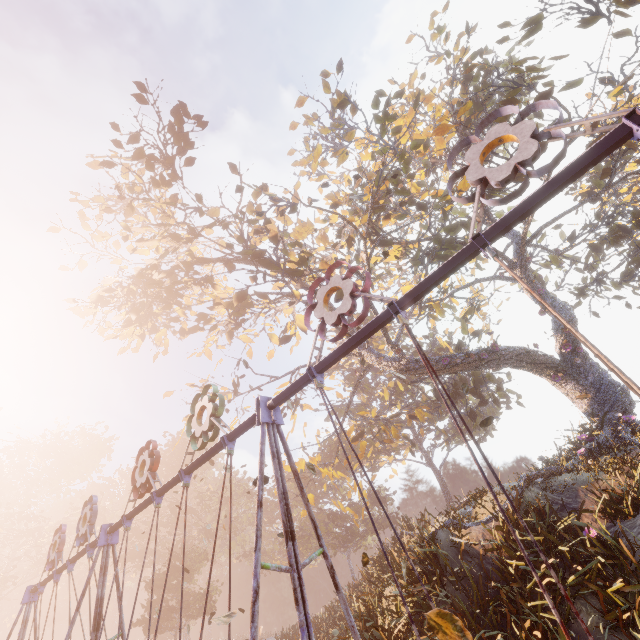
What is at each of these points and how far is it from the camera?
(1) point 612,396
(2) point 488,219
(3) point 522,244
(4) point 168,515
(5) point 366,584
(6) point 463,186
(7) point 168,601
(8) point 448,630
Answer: (1) tree, 13.21m
(2) tree, 20.17m
(3) tree, 18.52m
(4) instancedfoliageactor, 41.38m
(5) instancedfoliageactor, 11.43m
(6) tree, 16.59m
(7) instancedfoliageactor, 30.02m
(8) leaf, 2.42m

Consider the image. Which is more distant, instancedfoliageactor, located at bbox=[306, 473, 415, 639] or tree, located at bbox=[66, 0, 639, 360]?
tree, located at bbox=[66, 0, 639, 360]

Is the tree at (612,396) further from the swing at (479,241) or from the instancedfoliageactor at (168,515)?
the instancedfoliageactor at (168,515)

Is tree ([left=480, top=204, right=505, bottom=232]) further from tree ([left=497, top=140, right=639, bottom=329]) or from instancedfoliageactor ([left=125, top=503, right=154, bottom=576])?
instancedfoliageactor ([left=125, top=503, right=154, bottom=576])

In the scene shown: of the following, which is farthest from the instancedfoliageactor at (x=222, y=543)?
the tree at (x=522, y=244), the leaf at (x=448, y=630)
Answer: the tree at (x=522, y=244)

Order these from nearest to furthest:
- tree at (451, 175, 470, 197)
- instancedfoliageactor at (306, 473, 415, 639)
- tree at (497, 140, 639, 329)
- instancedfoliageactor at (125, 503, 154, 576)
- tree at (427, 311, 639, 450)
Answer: instancedfoliageactor at (306, 473, 415, 639)
tree at (427, 311, 639, 450)
tree at (451, 175, 470, 197)
tree at (497, 140, 639, 329)
instancedfoliageactor at (125, 503, 154, 576)

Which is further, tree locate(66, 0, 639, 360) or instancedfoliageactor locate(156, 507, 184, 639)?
instancedfoliageactor locate(156, 507, 184, 639)

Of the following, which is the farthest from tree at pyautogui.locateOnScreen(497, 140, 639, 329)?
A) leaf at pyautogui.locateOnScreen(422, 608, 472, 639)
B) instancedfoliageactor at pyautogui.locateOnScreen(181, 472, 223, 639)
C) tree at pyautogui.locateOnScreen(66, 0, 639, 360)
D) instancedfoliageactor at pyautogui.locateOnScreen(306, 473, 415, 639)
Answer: instancedfoliageactor at pyautogui.locateOnScreen(181, 472, 223, 639)
